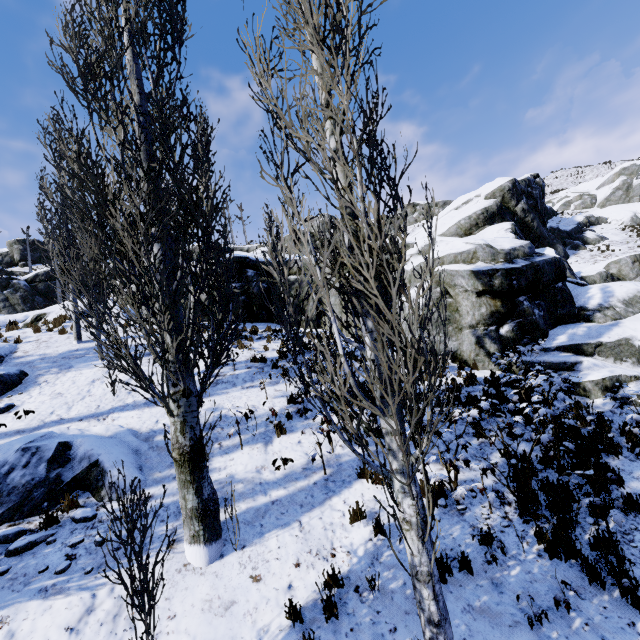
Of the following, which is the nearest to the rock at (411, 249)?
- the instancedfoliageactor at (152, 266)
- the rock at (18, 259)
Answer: the instancedfoliageactor at (152, 266)

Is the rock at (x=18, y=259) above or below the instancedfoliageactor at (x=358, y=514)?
above

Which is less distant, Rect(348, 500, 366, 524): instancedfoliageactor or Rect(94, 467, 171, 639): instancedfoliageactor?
Rect(94, 467, 171, 639): instancedfoliageactor

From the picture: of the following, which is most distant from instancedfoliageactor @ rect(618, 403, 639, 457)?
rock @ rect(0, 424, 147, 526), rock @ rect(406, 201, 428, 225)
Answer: rock @ rect(406, 201, 428, 225)

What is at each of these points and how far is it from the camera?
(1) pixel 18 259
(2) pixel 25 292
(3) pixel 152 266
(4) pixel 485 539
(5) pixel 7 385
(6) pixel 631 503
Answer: (1) rock, 49.3m
(2) rock, 30.6m
(3) instancedfoliageactor, 5.9m
(4) instancedfoliageactor, 5.3m
(5) rock, 10.1m
(6) instancedfoliageactor, 5.7m

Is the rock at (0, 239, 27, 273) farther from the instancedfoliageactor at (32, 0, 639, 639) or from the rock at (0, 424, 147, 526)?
the rock at (0, 424, 147, 526)

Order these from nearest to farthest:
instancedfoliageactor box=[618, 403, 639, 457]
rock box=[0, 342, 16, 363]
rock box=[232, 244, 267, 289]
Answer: instancedfoliageactor box=[618, 403, 639, 457], rock box=[0, 342, 16, 363], rock box=[232, 244, 267, 289]

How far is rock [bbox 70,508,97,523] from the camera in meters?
5.9 m
